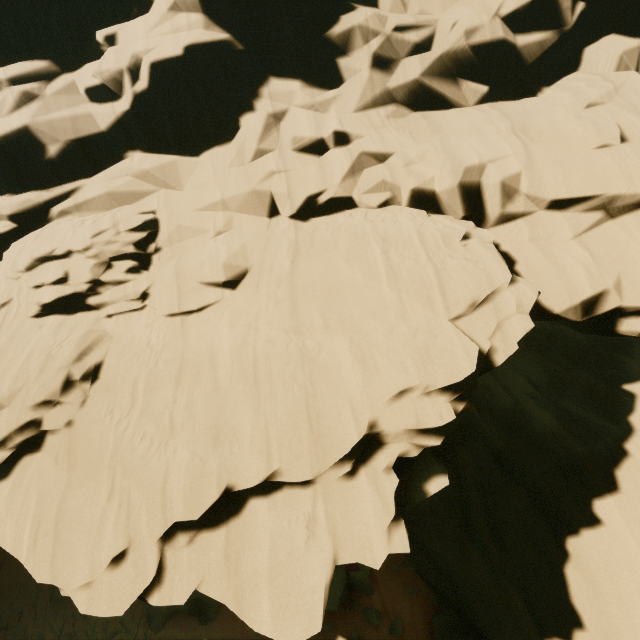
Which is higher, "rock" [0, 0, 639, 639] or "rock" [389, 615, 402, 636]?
"rock" [0, 0, 639, 639]

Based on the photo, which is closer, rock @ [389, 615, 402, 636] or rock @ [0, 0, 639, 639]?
rock @ [0, 0, 639, 639]

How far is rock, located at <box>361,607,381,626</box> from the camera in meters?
12.2 m

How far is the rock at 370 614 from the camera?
12.24m

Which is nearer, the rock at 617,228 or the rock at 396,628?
the rock at 617,228

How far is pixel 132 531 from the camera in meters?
6.6
